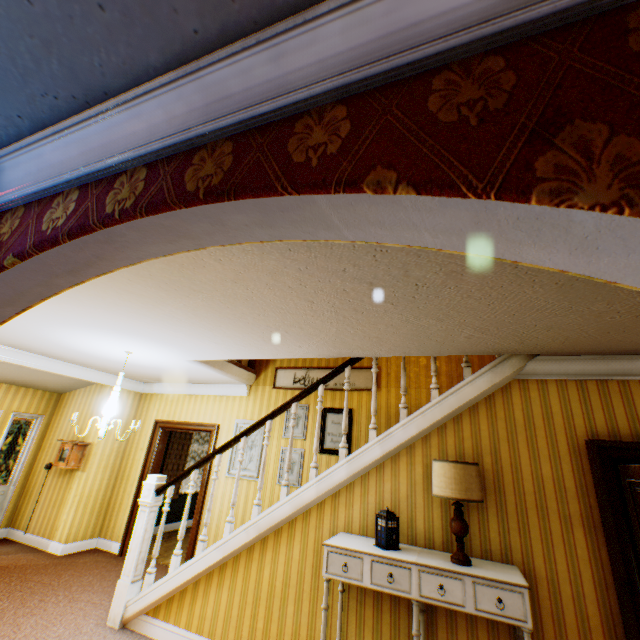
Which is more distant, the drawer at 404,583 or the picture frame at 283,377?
the picture frame at 283,377

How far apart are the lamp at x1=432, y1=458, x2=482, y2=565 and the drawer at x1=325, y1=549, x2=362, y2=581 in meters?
0.7

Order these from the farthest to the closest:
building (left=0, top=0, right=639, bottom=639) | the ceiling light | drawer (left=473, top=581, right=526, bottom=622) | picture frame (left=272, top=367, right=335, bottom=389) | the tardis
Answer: picture frame (left=272, top=367, right=335, bottom=389)
the ceiling light
the tardis
drawer (left=473, top=581, right=526, bottom=622)
building (left=0, top=0, right=639, bottom=639)

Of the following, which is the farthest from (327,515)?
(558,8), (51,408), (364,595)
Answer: (51,408)

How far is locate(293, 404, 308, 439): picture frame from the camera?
5.6m

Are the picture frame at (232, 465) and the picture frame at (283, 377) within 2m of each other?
yes

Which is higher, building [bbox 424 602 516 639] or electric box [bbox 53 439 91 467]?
electric box [bbox 53 439 91 467]

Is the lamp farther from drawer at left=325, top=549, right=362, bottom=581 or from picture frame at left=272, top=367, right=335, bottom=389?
picture frame at left=272, top=367, right=335, bottom=389
